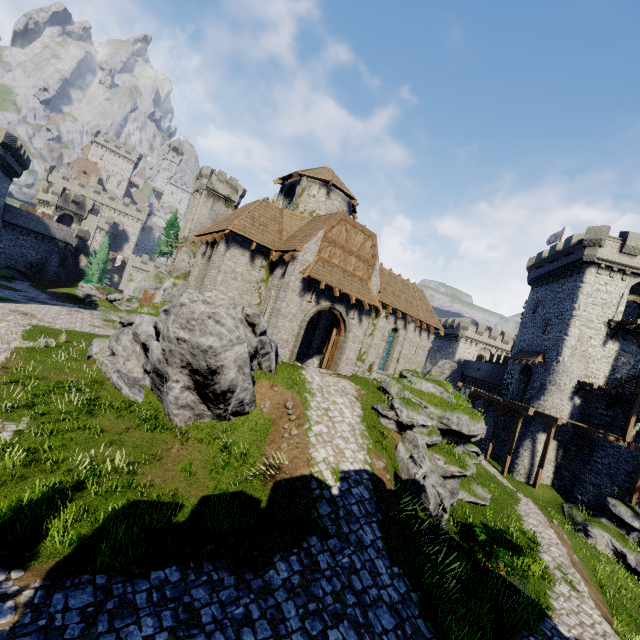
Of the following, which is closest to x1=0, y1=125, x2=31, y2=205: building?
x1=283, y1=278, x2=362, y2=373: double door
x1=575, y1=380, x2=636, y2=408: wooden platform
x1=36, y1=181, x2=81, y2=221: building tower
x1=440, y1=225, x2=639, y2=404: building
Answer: x1=36, y1=181, x2=81, y2=221: building tower

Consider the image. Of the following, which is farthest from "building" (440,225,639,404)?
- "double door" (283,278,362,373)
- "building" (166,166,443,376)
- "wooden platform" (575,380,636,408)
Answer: "double door" (283,278,362,373)

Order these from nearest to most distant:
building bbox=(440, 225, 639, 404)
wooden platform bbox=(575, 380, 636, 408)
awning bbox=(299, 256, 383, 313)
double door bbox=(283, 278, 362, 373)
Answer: awning bbox=(299, 256, 383, 313) < double door bbox=(283, 278, 362, 373) < wooden platform bbox=(575, 380, 636, 408) < building bbox=(440, 225, 639, 404)

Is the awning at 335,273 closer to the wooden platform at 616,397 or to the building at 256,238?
the building at 256,238

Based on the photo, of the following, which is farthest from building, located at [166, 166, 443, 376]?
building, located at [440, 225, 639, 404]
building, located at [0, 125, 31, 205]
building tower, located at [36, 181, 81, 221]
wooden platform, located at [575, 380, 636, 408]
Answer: building tower, located at [36, 181, 81, 221]

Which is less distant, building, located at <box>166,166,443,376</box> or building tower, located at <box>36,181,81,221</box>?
building, located at <box>166,166,443,376</box>

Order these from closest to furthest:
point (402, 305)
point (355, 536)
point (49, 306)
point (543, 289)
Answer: point (355, 536) < point (402, 305) < point (49, 306) < point (543, 289)

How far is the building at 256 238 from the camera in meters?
17.8
